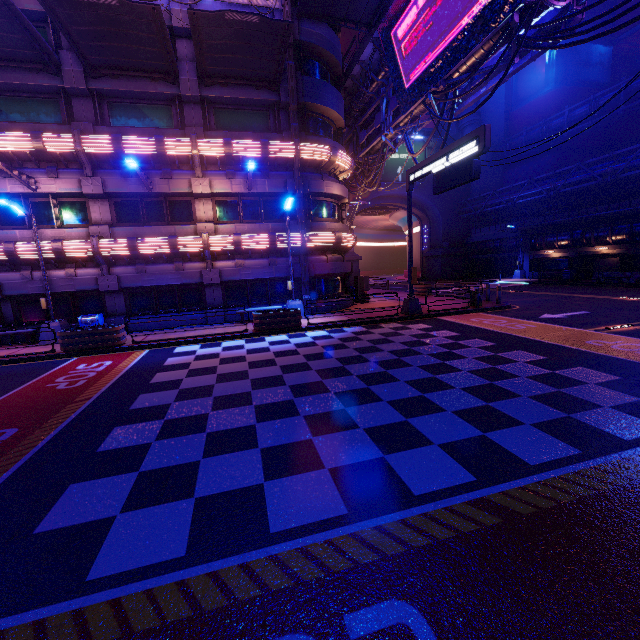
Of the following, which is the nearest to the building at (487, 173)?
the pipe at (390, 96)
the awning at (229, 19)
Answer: the pipe at (390, 96)

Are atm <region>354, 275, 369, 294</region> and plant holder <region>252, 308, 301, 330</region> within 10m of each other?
yes

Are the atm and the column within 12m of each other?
no

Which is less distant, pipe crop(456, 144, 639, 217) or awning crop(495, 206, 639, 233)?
awning crop(495, 206, 639, 233)

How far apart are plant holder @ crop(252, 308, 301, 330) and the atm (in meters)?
8.27

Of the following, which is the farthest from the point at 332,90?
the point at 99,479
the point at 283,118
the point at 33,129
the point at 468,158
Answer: the point at 99,479

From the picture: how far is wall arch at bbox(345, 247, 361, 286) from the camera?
41.4 meters

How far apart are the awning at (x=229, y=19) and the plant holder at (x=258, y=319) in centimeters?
1150cm
